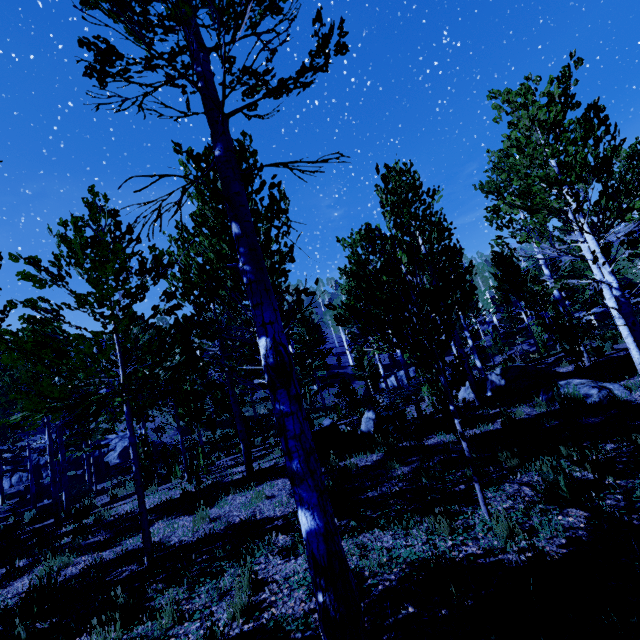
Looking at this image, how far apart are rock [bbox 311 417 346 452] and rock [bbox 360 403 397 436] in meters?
0.5

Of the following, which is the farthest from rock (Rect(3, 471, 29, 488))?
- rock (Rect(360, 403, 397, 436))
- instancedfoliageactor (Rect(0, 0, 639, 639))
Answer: rock (Rect(360, 403, 397, 436))

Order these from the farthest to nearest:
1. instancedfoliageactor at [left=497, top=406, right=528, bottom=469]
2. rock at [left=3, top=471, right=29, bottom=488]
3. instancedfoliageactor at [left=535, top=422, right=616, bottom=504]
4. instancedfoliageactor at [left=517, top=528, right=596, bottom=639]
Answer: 1. rock at [left=3, top=471, right=29, bottom=488]
2. instancedfoliageactor at [left=497, top=406, right=528, bottom=469]
3. instancedfoliageactor at [left=535, top=422, right=616, bottom=504]
4. instancedfoliageactor at [left=517, top=528, right=596, bottom=639]

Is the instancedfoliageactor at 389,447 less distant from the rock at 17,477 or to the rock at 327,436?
the rock at 17,477

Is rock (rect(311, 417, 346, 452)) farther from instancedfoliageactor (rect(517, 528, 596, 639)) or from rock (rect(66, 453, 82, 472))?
rock (rect(66, 453, 82, 472))

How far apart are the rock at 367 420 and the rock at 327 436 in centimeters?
45cm

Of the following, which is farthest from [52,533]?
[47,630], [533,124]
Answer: [533,124]
